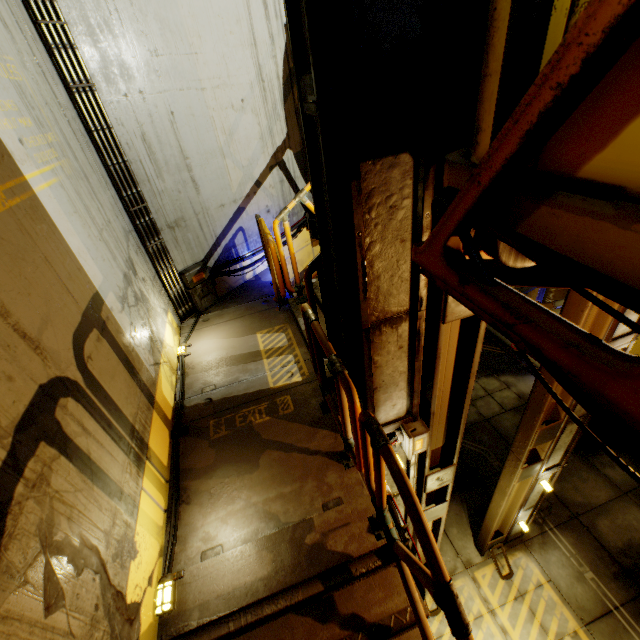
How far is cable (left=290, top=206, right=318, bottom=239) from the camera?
7.4 meters

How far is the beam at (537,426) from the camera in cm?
448

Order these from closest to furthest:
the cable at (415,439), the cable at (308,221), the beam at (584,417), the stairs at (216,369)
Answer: the stairs at (216,369)
the cable at (415,439)
the beam at (584,417)
the cable at (308,221)

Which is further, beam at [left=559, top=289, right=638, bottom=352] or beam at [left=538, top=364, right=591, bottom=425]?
beam at [left=538, top=364, right=591, bottom=425]

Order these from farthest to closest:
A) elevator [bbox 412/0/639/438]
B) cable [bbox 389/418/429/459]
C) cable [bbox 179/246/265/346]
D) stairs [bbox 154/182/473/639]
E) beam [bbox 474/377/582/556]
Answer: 1. cable [bbox 179/246/265/346]
2. beam [bbox 474/377/582/556]
3. cable [bbox 389/418/429/459]
4. stairs [bbox 154/182/473/639]
5. elevator [bbox 412/0/639/438]

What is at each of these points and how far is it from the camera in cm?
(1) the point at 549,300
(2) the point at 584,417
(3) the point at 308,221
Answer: (1) pipe, 1153
(2) beam, 491
(3) cable, 766

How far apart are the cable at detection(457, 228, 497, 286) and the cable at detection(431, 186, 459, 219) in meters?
0.1 m

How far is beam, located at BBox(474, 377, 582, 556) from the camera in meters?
4.5 m
